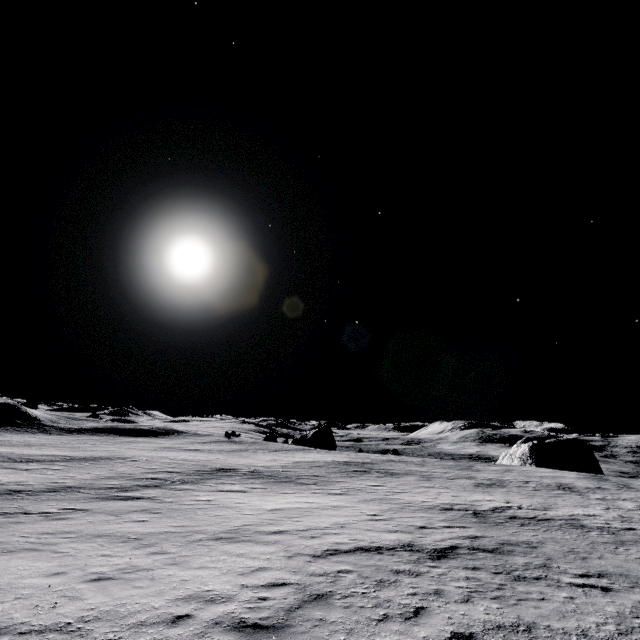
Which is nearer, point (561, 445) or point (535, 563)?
point (535, 563)

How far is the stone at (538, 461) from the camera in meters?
51.1

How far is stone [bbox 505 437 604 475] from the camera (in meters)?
51.06
